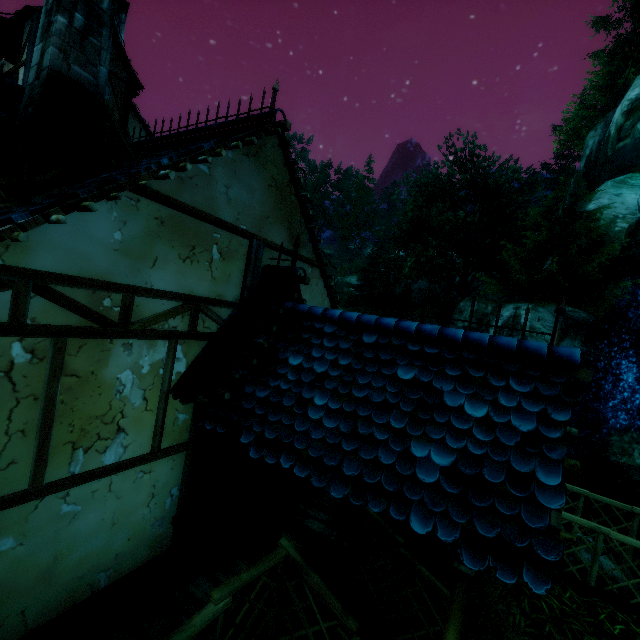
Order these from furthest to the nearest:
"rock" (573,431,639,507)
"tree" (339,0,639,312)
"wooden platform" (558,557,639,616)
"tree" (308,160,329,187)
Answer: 1. "tree" (308,160,329,187)
2. "tree" (339,0,639,312)
3. "rock" (573,431,639,507)
4. "wooden platform" (558,557,639,616)

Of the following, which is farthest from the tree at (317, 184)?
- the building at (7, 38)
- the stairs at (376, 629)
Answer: the stairs at (376, 629)

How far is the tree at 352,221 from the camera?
52.1 meters

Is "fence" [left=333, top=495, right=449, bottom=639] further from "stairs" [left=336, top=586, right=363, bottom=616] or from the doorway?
the doorway

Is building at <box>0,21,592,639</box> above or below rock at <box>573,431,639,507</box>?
above

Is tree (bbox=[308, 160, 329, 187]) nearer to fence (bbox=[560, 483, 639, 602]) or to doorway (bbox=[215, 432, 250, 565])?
fence (bbox=[560, 483, 639, 602])

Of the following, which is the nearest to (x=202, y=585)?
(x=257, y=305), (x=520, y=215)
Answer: (x=257, y=305)

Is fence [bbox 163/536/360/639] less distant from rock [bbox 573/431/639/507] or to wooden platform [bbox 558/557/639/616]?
wooden platform [bbox 558/557/639/616]
